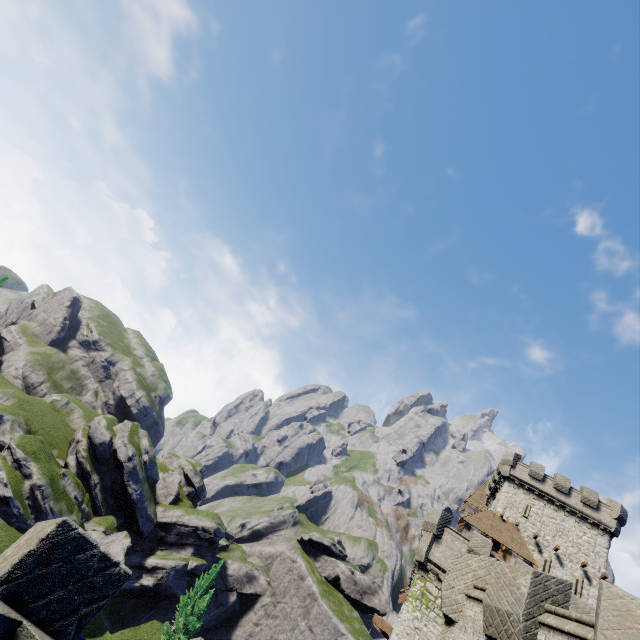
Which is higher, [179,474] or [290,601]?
[179,474]

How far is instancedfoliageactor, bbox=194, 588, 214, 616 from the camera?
33.6 meters

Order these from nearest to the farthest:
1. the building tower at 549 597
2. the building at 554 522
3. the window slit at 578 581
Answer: the building tower at 549 597
the window slit at 578 581
the building at 554 522

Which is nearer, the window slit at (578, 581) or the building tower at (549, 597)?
the building tower at (549, 597)

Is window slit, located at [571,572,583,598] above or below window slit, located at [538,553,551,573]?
above

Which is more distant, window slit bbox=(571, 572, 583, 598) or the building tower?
window slit bbox=(571, 572, 583, 598)

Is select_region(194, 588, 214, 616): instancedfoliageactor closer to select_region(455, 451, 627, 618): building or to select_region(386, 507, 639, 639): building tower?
select_region(455, 451, 627, 618): building

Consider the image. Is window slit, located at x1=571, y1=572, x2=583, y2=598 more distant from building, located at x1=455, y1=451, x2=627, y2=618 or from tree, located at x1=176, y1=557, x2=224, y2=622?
tree, located at x1=176, y1=557, x2=224, y2=622
